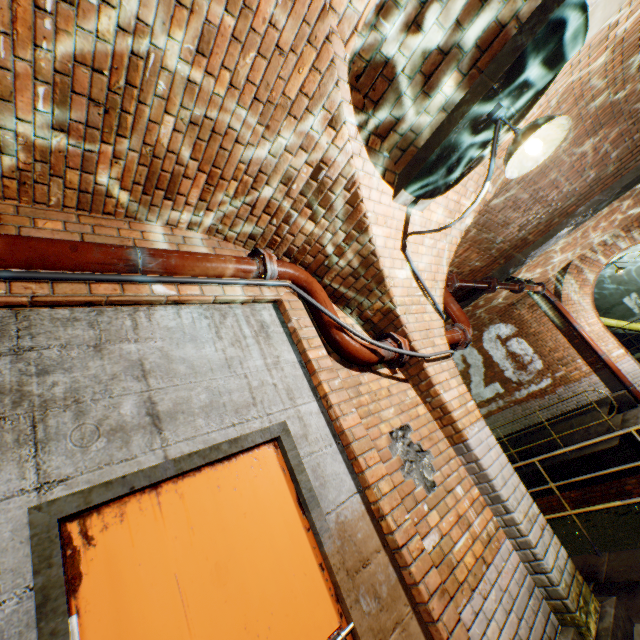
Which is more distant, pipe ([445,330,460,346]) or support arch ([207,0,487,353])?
pipe ([445,330,460,346])

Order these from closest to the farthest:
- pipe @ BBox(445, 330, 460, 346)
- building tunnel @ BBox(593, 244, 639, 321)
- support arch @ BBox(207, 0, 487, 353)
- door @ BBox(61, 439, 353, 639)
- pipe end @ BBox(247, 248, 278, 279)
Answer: door @ BBox(61, 439, 353, 639) < support arch @ BBox(207, 0, 487, 353) < pipe end @ BBox(247, 248, 278, 279) < pipe @ BBox(445, 330, 460, 346) < building tunnel @ BBox(593, 244, 639, 321)

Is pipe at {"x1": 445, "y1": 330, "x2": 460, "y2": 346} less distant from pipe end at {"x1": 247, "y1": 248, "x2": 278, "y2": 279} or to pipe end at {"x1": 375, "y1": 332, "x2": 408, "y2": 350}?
pipe end at {"x1": 375, "y1": 332, "x2": 408, "y2": 350}

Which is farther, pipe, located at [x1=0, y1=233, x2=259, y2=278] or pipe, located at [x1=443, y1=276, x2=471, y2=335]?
pipe, located at [x1=443, y1=276, x2=471, y2=335]

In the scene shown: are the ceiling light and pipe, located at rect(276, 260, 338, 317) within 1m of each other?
no

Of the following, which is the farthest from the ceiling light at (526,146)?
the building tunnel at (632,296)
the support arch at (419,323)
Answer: the building tunnel at (632,296)

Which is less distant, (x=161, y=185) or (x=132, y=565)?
(x=132, y=565)

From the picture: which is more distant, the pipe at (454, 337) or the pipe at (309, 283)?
the pipe at (454, 337)
